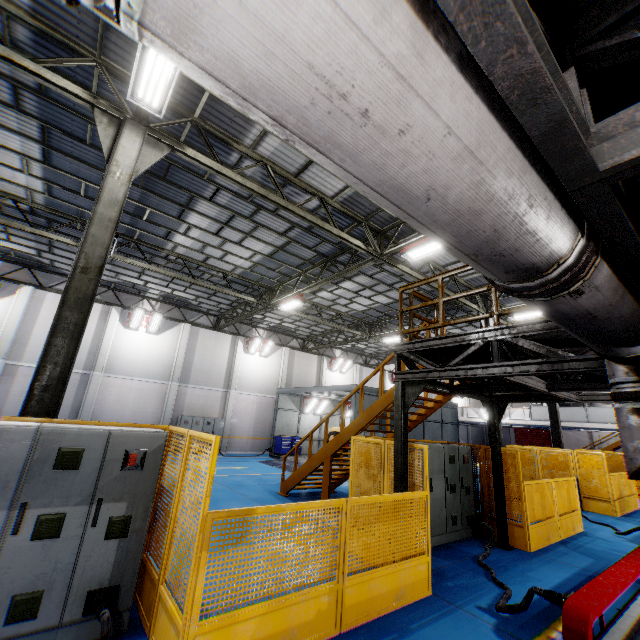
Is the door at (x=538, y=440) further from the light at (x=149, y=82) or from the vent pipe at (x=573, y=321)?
the light at (x=149, y=82)

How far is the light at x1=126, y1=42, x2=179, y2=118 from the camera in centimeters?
502cm

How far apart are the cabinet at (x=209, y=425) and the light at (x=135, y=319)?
5.7 meters

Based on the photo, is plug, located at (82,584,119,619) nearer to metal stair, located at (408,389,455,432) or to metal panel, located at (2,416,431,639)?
metal panel, located at (2,416,431,639)

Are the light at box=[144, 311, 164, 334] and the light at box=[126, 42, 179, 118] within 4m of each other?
no

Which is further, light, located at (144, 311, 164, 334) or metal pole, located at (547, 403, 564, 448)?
light, located at (144, 311, 164, 334)

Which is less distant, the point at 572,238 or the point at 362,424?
the point at 572,238

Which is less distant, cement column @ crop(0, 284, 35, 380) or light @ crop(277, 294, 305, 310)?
light @ crop(277, 294, 305, 310)
